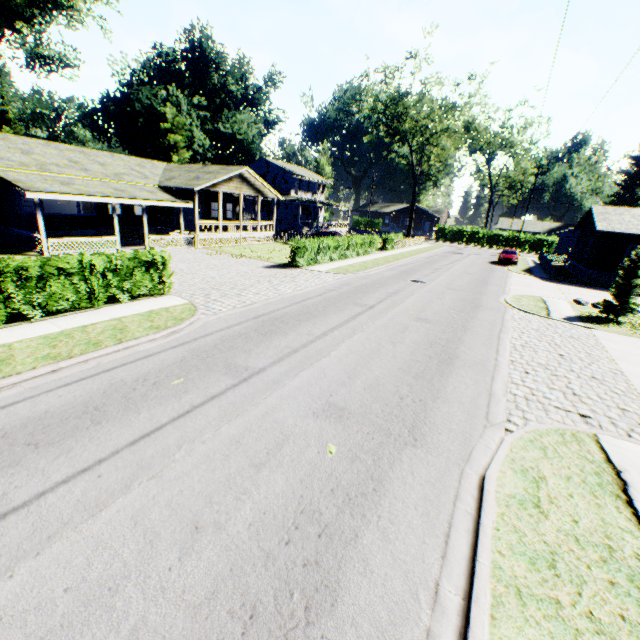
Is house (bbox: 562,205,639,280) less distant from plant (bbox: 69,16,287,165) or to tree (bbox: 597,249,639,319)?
tree (bbox: 597,249,639,319)

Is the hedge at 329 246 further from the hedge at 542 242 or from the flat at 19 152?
the hedge at 542 242

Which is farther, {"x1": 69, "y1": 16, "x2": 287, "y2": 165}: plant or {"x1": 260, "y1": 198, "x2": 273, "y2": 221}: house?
{"x1": 69, "y1": 16, "x2": 287, "y2": 165}: plant

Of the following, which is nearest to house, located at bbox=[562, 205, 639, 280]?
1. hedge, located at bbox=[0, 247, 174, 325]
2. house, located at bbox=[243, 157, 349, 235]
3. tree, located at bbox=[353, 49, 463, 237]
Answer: tree, located at bbox=[353, 49, 463, 237]

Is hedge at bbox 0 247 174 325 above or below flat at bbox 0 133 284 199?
below

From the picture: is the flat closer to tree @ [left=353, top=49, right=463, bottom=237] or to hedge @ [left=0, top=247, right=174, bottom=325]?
hedge @ [left=0, top=247, right=174, bottom=325]

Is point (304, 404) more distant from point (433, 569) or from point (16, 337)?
point (16, 337)

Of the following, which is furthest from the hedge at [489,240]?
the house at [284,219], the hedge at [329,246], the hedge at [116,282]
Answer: the hedge at [116,282]
